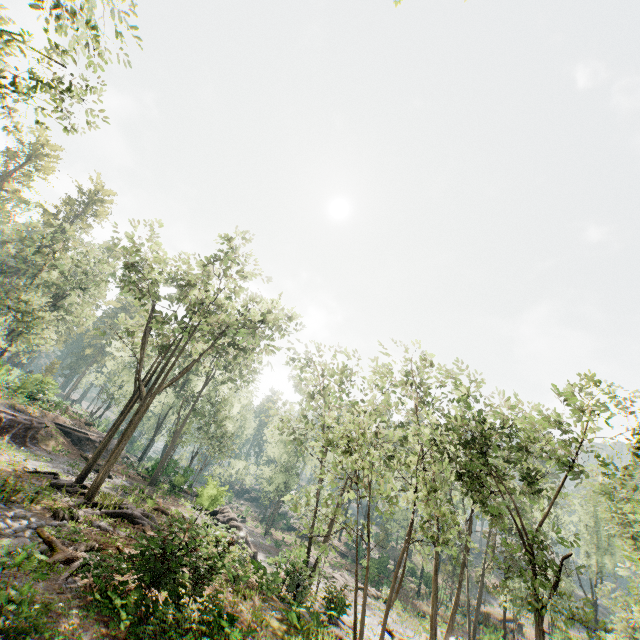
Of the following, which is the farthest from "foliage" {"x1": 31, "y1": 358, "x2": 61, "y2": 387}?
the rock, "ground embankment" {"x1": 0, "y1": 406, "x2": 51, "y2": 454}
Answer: "ground embankment" {"x1": 0, "y1": 406, "x2": 51, "y2": 454}

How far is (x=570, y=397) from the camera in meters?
19.2 m

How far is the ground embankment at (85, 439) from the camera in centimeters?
3219cm

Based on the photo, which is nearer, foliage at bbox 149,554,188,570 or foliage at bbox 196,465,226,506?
foliage at bbox 149,554,188,570

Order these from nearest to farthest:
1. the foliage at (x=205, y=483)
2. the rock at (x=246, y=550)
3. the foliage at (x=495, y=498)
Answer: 1. the foliage at (x=495, y=498)
2. the rock at (x=246, y=550)
3. the foliage at (x=205, y=483)

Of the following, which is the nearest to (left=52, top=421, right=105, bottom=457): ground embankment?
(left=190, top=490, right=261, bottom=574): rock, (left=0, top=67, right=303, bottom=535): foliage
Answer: (left=0, top=67, right=303, bottom=535): foliage
